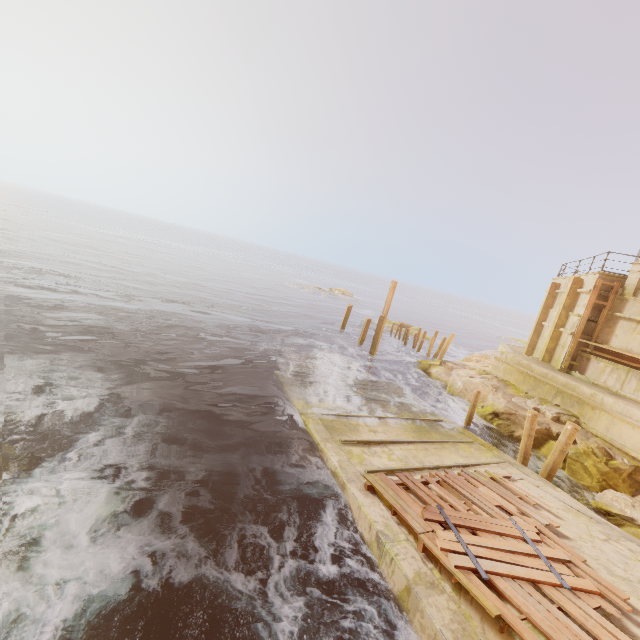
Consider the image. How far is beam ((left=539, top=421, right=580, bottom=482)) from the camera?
10.2m

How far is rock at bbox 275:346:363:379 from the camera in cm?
1662

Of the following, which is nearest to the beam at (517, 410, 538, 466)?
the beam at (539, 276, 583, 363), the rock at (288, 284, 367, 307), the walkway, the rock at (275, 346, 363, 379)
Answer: the walkway

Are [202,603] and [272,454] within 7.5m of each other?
yes

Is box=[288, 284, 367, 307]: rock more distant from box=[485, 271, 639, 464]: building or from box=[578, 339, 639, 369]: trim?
box=[578, 339, 639, 369]: trim

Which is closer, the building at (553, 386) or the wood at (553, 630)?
the wood at (553, 630)

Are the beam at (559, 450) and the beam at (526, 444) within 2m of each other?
yes

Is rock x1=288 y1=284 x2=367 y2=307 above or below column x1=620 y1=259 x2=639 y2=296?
below
